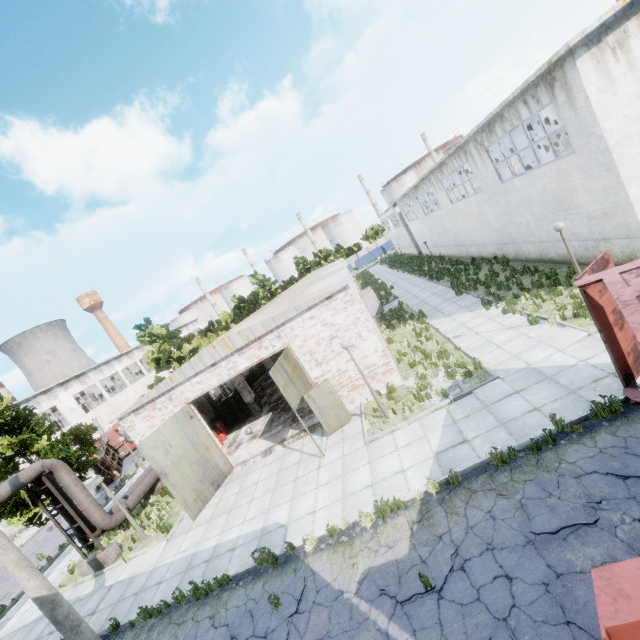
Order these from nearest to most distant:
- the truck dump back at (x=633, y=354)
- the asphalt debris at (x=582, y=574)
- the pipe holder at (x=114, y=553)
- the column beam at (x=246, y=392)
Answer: the asphalt debris at (x=582, y=574)
the truck dump back at (x=633, y=354)
the pipe holder at (x=114, y=553)
the column beam at (x=246, y=392)

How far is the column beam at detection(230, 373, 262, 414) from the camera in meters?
20.4

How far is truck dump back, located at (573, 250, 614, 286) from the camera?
7.0 meters

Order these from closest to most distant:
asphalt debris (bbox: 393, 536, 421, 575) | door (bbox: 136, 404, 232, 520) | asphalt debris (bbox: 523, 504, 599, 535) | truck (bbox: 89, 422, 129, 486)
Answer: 1. asphalt debris (bbox: 523, 504, 599, 535)
2. asphalt debris (bbox: 393, 536, 421, 575)
3. door (bbox: 136, 404, 232, 520)
4. truck (bbox: 89, 422, 129, 486)

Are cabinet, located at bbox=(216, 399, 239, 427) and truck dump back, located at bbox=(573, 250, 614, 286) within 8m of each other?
no

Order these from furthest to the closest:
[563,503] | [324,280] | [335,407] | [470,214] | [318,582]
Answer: [470,214]
[324,280]
[335,407]
[318,582]
[563,503]

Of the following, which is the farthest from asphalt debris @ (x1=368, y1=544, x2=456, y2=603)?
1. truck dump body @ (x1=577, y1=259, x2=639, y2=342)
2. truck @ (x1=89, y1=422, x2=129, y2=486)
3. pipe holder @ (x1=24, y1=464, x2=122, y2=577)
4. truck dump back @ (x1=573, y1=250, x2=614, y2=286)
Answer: truck @ (x1=89, y1=422, x2=129, y2=486)

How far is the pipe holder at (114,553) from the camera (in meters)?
13.35
